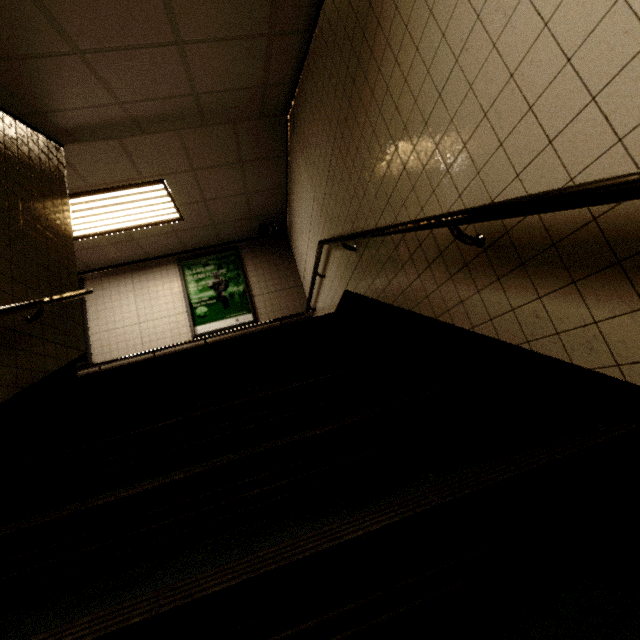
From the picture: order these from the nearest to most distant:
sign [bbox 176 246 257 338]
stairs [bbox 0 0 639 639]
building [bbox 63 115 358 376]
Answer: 1. stairs [bbox 0 0 639 639]
2. building [bbox 63 115 358 376]
3. sign [bbox 176 246 257 338]

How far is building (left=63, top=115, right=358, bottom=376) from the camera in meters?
4.3

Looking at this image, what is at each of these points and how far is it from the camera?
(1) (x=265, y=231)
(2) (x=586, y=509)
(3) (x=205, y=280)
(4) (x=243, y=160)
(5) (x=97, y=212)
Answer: (1) loudspeaker, 6.46m
(2) stairs, 0.86m
(3) sign, 6.61m
(4) building, 4.93m
(5) fluorescent light, 5.02m

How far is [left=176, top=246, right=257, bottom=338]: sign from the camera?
6.4m

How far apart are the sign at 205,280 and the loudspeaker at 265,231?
0.7m

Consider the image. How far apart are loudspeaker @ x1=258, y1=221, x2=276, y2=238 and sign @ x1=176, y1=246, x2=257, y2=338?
0.7m

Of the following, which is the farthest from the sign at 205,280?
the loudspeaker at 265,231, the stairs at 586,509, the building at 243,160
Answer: the stairs at 586,509

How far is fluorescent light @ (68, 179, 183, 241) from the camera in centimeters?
473cm
